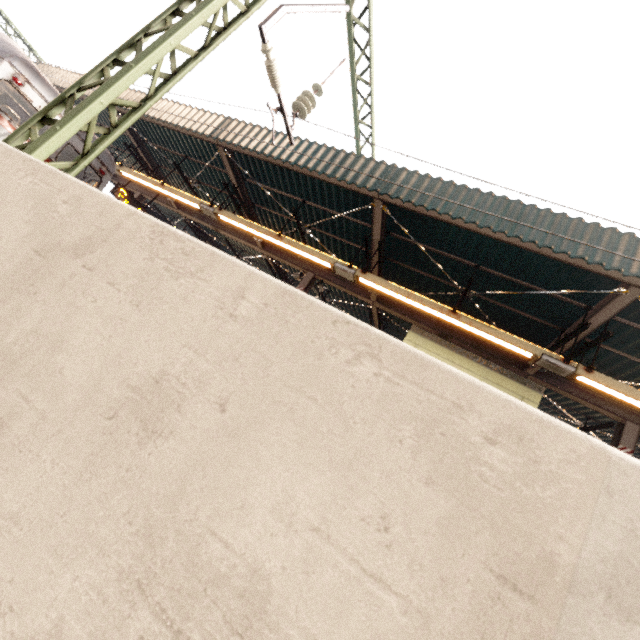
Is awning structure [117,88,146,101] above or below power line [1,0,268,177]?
above

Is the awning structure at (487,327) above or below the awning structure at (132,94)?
below

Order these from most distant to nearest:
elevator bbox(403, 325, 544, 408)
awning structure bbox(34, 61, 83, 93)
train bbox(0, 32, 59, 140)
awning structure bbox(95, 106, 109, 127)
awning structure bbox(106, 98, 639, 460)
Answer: awning structure bbox(95, 106, 109, 127) < awning structure bbox(34, 61, 83, 93) < elevator bbox(403, 325, 544, 408) < train bbox(0, 32, 59, 140) < awning structure bbox(106, 98, 639, 460)

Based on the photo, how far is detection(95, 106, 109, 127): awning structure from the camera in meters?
11.7 m

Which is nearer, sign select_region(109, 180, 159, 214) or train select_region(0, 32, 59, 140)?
train select_region(0, 32, 59, 140)

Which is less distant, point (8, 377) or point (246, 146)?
point (8, 377)

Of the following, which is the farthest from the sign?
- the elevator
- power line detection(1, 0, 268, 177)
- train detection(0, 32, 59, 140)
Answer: the elevator

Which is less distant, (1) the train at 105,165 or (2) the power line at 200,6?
(2) the power line at 200,6
